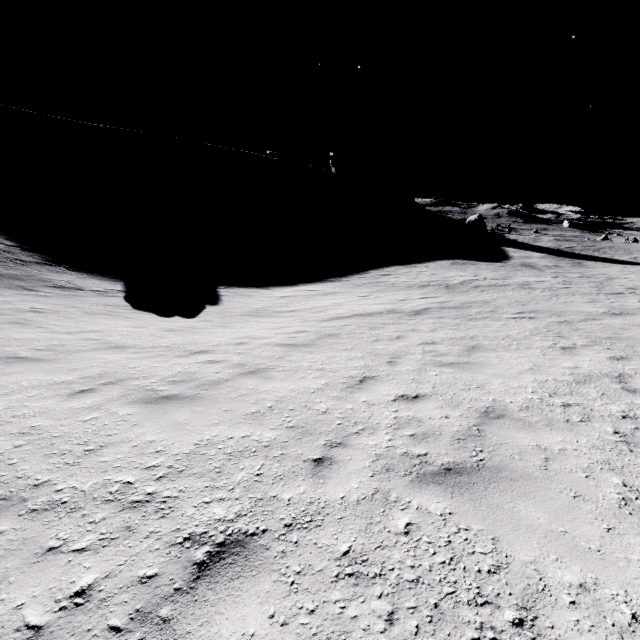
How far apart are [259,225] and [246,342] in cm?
5471
